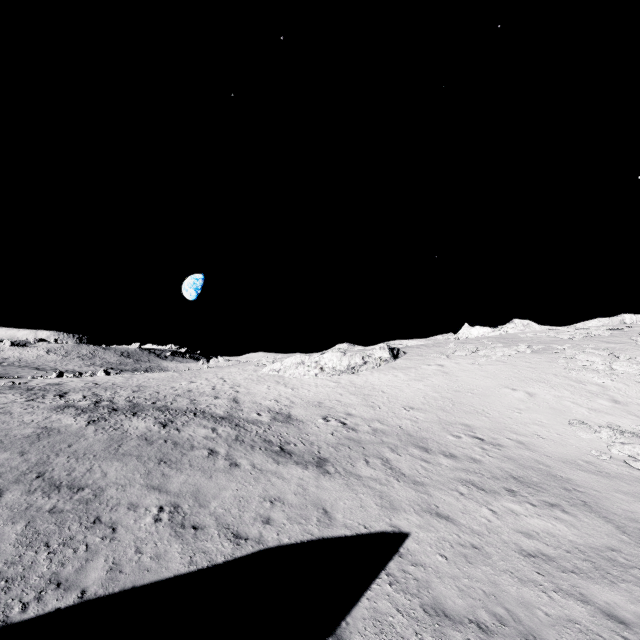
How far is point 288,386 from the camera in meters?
30.1
